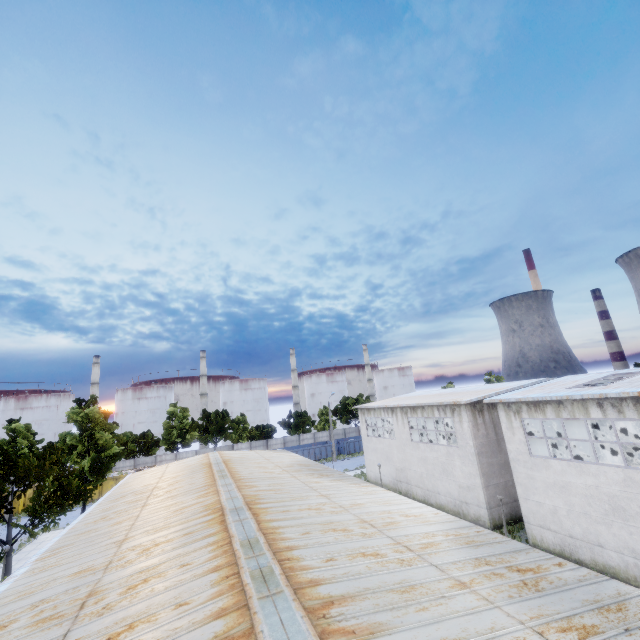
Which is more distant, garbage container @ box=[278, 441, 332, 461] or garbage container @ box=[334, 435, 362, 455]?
garbage container @ box=[334, 435, 362, 455]

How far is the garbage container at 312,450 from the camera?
50.6m

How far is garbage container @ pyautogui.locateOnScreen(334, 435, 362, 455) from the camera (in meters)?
53.09

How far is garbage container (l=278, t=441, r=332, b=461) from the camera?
50.59m

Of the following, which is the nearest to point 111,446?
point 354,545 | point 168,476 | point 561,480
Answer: point 168,476

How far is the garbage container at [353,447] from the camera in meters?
53.1 m
